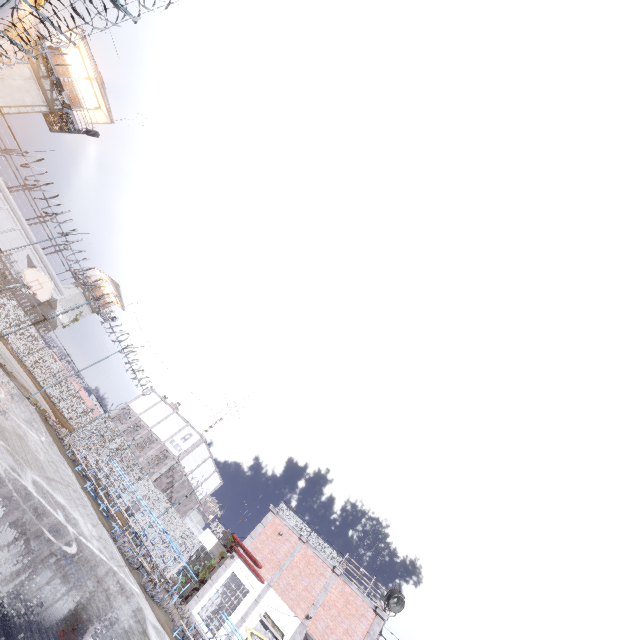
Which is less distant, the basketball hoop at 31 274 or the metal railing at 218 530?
the basketball hoop at 31 274

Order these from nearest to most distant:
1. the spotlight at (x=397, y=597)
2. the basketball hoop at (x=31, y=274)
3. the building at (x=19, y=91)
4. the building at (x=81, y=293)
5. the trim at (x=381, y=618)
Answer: the basketball hoop at (x=31, y=274), the trim at (x=381, y=618), the spotlight at (x=397, y=597), the building at (x=19, y=91), the building at (x=81, y=293)

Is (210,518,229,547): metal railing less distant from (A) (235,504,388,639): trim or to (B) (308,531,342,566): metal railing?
(A) (235,504,388,639): trim

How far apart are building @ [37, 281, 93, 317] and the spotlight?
51.64m

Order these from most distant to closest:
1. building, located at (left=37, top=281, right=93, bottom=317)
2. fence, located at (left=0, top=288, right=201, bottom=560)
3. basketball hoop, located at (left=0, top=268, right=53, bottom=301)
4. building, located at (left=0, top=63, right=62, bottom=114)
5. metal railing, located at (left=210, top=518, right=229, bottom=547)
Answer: building, located at (left=37, top=281, right=93, bottom=317), metal railing, located at (left=210, top=518, right=229, bottom=547), building, located at (left=0, top=63, right=62, bottom=114), fence, located at (left=0, top=288, right=201, bottom=560), basketball hoop, located at (left=0, top=268, right=53, bottom=301)

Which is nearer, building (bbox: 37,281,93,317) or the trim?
the trim

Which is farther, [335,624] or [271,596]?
[271,596]

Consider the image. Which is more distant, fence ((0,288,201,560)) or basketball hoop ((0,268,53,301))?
fence ((0,288,201,560))
